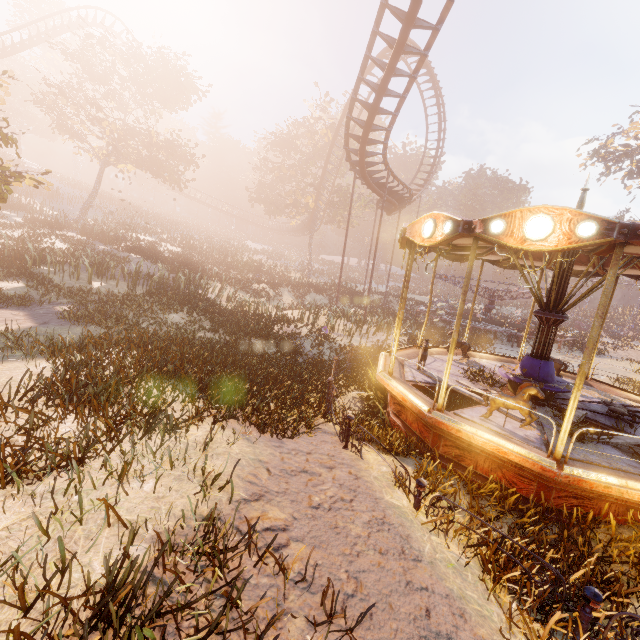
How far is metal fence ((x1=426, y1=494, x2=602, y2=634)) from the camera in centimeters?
331cm

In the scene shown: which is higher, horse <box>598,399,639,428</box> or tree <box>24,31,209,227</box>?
tree <box>24,31,209,227</box>

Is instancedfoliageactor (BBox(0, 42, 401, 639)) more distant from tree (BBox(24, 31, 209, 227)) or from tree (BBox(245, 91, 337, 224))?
tree (BBox(245, 91, 337, 224))

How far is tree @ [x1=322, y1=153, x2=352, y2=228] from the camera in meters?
35.5 m

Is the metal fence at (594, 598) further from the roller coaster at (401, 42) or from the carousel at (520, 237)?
the roller coaster at (401, 42)

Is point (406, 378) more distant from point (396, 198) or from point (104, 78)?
point (104, 78)

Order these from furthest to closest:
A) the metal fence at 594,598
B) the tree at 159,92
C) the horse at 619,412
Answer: the tree at 159,92, the horse at 619,412, the metal fence at 594,598

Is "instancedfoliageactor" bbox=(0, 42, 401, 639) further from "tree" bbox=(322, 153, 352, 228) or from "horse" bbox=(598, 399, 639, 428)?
"tree" bbox=(322, 153, 352, 228)
